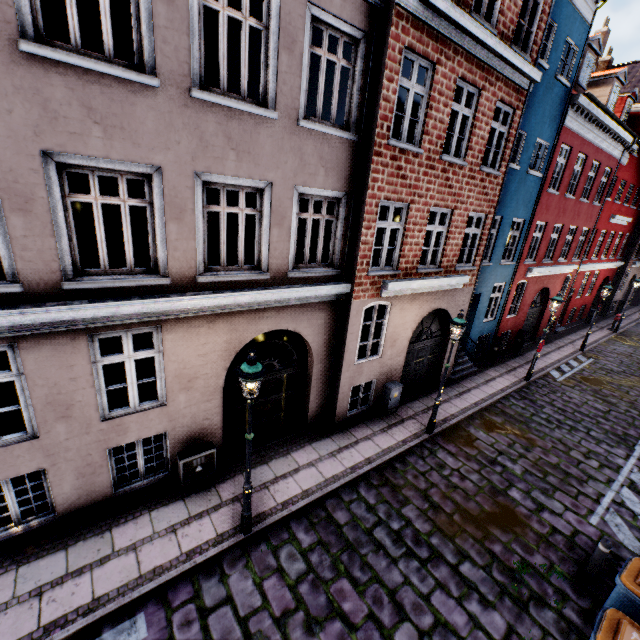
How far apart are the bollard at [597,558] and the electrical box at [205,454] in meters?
7.7

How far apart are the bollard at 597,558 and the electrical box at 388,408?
5.4 meters

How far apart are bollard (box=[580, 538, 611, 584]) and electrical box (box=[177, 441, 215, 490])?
7.75m

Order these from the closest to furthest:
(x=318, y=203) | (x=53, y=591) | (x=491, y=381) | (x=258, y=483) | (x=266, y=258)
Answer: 1. (x=53, y=591)
2. (x=266, y=258)
3. (x=258, y=483)
4. (x=318, y=203)
5. (x=491, y=381)

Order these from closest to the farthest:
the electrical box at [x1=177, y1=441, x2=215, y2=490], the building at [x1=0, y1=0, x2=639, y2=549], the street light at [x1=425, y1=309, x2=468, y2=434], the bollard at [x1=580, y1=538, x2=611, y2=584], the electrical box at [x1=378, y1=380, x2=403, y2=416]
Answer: the building at [x1=0, y1=0, x2=639, y2=549] → the bollard at [x1=580, y1=538, x2=611, y2=584] → the electrical box at [x1=177, y1=441, x2=215, y2=490] → the street light at [x1=425, y1=309, x2=468, y2=434] → the electrical box at [x1=378, y1=380, x2=403, y2=416]

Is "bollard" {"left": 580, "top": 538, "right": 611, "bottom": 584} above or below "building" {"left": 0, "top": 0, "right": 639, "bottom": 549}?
below

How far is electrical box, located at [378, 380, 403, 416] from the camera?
10.15m

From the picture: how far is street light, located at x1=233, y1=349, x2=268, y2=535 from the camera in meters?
5.0
